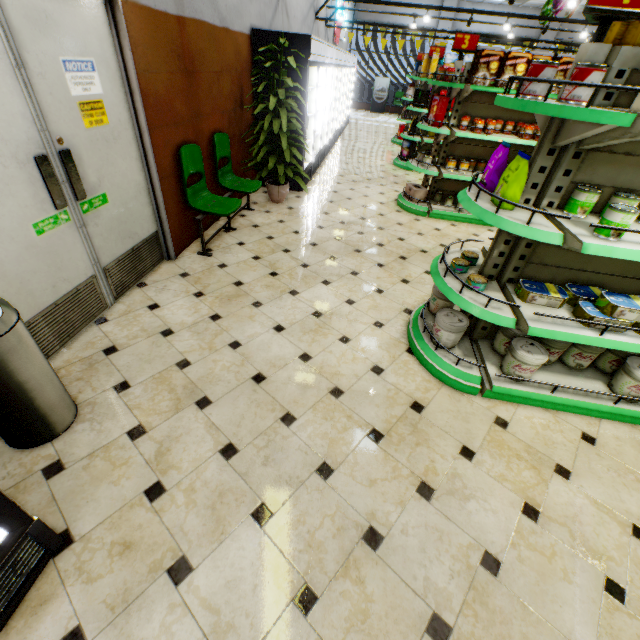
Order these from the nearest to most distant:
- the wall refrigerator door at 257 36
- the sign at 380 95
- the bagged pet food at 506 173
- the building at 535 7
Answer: the bagged pet food at 506 173
the wall refrigerator door at 257 36
the building at 535 7
the sign at 380 95

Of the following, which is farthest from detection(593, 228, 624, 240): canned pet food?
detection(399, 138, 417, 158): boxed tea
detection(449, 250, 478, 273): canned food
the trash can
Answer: detection(399, 138, 417, 158): boxed tea

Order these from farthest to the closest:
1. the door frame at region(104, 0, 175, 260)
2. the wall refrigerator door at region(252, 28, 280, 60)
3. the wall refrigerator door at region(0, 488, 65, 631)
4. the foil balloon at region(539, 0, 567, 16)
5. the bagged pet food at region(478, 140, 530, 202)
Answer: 1. the foil balloon at region(539, 0, 567, 16)
2. the wall refrigerator door at region(252, 28, 280, 60)
3. the door frame at region(104, 0, 175, 260)
4. the bagged pet food at region(478, 140, 530, 202)
5. the wall refrigerator door at region(0, 488, 65, 631)

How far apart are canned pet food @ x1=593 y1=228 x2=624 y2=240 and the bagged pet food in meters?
0.5 m

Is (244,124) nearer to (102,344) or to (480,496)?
(102,344)

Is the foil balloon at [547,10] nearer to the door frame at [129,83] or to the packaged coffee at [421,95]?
the packaged coffee at [421,95]

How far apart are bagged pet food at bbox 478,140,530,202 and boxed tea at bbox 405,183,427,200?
3.8m

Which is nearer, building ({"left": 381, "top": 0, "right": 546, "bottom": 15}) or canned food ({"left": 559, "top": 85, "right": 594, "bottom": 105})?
canned food ({"left": 559, "top": 85, "right": 594, "bottom": 105})
